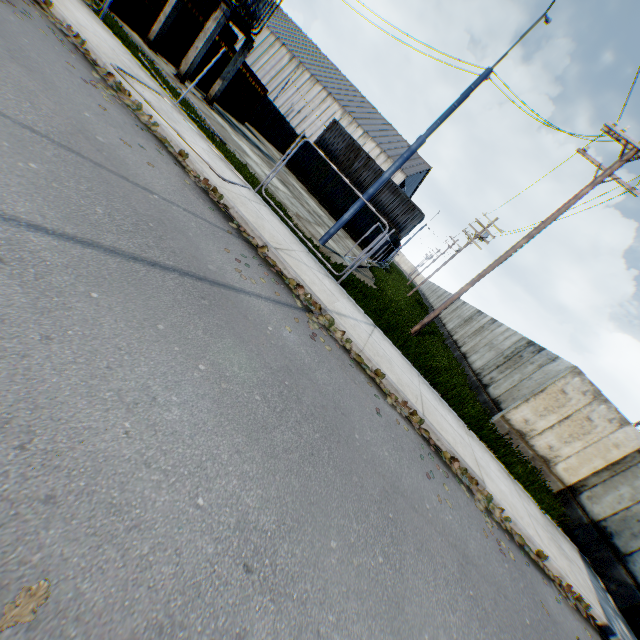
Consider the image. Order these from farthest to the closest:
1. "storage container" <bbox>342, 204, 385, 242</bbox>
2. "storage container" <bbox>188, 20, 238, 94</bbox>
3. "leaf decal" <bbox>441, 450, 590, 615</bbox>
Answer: "storage container" <bbox>342, 204, 385, 242</bbox> < "storage container" <bbox>188, 20, 238, 94</bbox> < "leaf decal" <bbox>441, 450, 590, 615</bbox>

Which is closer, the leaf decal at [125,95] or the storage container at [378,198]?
the leaf decal at [125,95]

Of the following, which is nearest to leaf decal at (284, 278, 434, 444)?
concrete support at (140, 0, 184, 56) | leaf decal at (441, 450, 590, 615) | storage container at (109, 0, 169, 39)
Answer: leaf decal at (441, 450, 590, 615)

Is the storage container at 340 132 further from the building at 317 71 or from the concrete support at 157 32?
the building at 317 71

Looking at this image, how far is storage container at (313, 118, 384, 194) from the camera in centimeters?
2920cm

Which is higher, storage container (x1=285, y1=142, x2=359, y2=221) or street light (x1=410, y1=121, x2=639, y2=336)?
street light (x1=410, y1=121, x2=639, y2=336)

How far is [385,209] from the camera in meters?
29.5

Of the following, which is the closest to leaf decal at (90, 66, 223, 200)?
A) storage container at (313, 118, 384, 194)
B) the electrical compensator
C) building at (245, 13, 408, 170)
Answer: the electrical compensator
